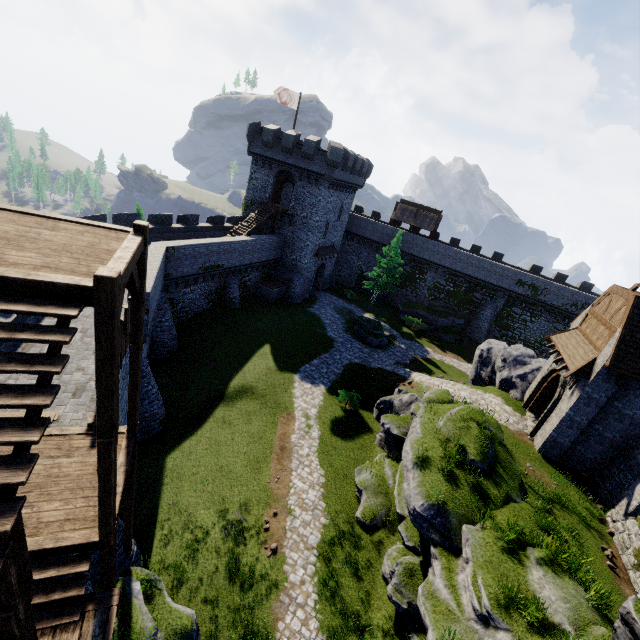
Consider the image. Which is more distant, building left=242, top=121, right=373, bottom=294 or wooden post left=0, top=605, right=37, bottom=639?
building left=242, top=121, right=373, bottom=294

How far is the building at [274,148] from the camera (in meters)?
32.94

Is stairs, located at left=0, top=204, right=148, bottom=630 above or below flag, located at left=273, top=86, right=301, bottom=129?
below

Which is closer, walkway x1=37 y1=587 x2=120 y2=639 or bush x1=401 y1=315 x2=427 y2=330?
walkway x1=37 y1=587 x2=120 y2=639

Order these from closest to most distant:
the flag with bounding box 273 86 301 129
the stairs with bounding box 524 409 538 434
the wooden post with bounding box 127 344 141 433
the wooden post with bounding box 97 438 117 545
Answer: the wooden post with bounding box 97 438 117 545 → the wooden post with bounding box 127 344 141 433 → the stairs with bounding box 524 409 538 434 → the flag with bounding box 273 86 301 129

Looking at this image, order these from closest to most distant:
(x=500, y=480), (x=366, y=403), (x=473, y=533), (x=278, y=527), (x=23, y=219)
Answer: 1. (x=23, y=219)
2. (x=473, y=533)
3. (x=500, y=480)
4. (x=278, y=527)
5. (x=366, y=403)

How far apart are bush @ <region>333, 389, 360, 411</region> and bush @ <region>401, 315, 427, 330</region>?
18.1m

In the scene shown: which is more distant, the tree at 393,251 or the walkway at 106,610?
the tree at 393,251
